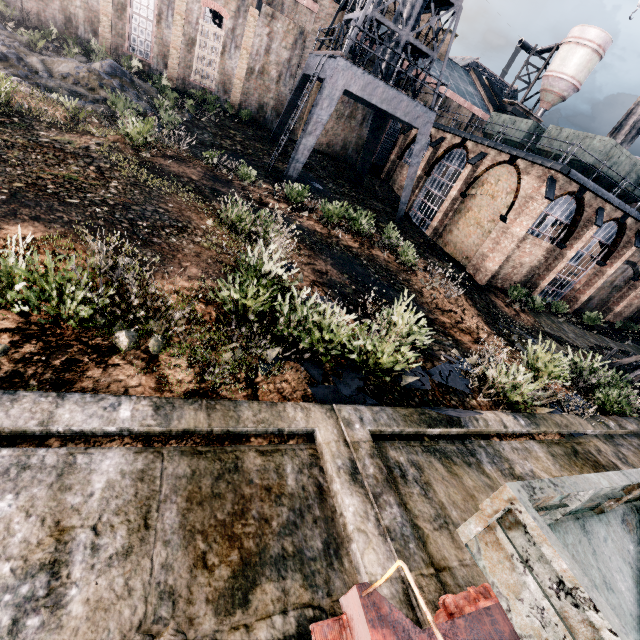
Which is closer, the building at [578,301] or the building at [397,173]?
the building at [578,301]

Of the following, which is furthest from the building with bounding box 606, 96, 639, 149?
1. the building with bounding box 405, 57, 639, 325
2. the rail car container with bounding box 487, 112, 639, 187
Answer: the rail car container with bounding box 487, 112, 639, 187

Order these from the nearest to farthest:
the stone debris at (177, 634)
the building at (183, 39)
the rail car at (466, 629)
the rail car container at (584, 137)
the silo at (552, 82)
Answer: the rail car at (466, 629)
the stone debris at (177, 634)
the rail car container at (584, 137)
the building at (183, 39)
the silo at (552, 82)

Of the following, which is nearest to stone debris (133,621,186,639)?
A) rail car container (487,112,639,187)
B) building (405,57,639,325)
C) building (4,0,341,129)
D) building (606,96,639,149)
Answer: building (4,0,341,129)

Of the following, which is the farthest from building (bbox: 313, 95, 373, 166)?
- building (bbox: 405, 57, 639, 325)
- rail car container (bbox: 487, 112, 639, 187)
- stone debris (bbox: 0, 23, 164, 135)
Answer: rail car container (bbox: 487, 112, 639, 187)

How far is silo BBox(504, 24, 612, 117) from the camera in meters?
38.1

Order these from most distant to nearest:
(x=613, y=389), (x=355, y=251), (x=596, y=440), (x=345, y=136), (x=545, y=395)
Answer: (x=345, y=136)
(x=355, y=251)
(x=613, y=389)
(x=545, y=395)
(x=596, y=440)

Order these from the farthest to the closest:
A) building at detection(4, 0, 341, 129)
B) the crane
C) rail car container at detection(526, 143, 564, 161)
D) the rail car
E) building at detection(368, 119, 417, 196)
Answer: building at detection(368, 119, 417, 196), building at detection(4, 0, 341, 129), rail car container at detection(526, 143, 564, 161), the crane, the rail car
